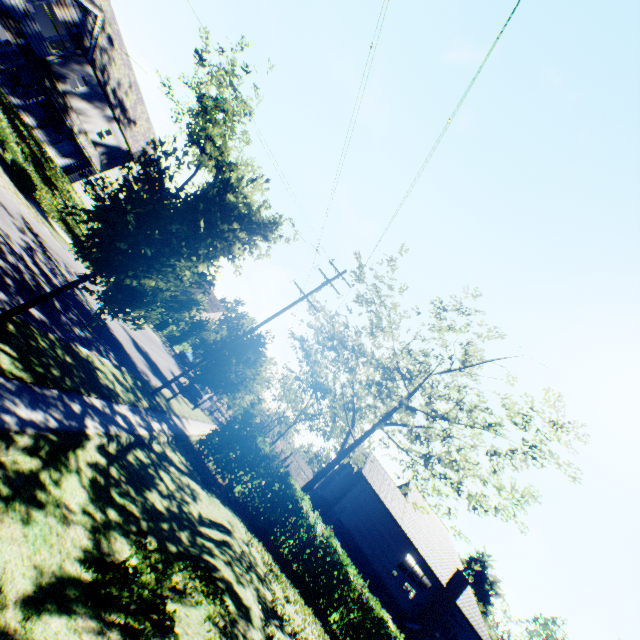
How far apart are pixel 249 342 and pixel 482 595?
69.44m

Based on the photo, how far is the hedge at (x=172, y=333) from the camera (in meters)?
39.44

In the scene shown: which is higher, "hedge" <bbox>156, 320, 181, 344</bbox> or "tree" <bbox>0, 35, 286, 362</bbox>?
"tree" <bbox>0, 35, 286, 362</bbox>

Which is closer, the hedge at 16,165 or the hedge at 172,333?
the hedge at 16,165

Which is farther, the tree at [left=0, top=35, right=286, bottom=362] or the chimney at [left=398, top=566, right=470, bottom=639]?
the chimney at [left=398, top=566, right=470, bottom=639]

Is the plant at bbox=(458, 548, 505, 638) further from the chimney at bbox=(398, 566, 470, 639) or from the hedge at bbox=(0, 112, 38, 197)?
the hedge at bbox=(0, 112, 38, 197)

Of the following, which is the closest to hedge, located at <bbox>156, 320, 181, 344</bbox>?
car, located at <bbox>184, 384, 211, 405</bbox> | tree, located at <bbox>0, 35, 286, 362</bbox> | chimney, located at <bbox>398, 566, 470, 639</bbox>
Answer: tree, located at <bbox>0, 35, 286, 362</bbox>

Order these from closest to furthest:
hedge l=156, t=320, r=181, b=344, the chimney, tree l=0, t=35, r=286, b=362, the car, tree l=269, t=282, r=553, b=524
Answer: tree l=0, t=35, r=286, b=362, tree l=269, t=282, r=553, b=524, the chimney, the car, hedge l=156, t=320, r=181, b=344
